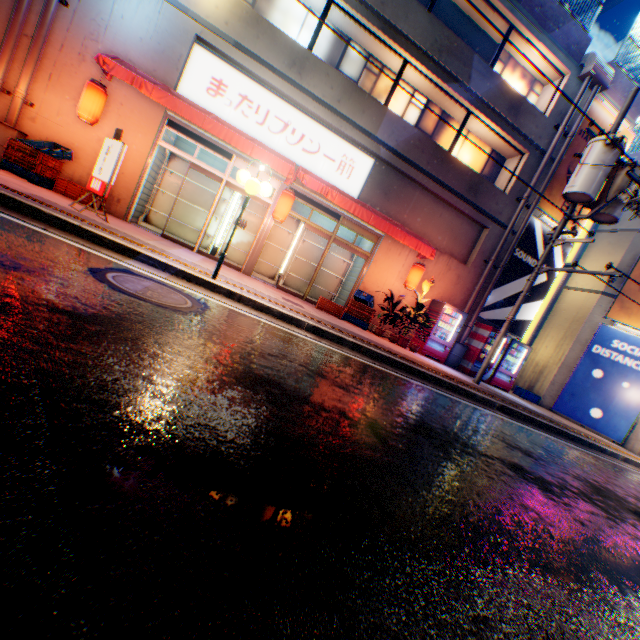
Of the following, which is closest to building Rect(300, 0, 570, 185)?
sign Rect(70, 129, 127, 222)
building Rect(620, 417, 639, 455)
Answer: sign Rect(70, 129, 127, 222)

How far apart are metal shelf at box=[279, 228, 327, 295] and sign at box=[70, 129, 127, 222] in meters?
5.9

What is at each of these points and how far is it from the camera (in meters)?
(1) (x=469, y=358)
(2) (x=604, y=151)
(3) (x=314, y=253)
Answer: (1) vending machine, 12.51
(2) electric pole, 8.72
(3) metal shelf, 12.63

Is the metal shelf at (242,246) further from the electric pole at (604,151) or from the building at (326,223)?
the electric pole at (604,151)

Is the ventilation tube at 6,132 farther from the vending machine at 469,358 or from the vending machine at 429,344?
the vending machine at 469,358

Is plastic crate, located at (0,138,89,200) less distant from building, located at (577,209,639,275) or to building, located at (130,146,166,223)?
building, located at (130,146,166,223)

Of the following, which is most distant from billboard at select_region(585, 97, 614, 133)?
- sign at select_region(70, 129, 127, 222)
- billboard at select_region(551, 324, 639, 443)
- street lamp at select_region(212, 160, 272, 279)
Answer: sign at select_region(70, 129, 127, 222)

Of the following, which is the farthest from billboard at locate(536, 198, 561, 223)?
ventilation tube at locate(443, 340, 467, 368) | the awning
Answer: ventilation tube at locate(443, 340, 467, 368)
